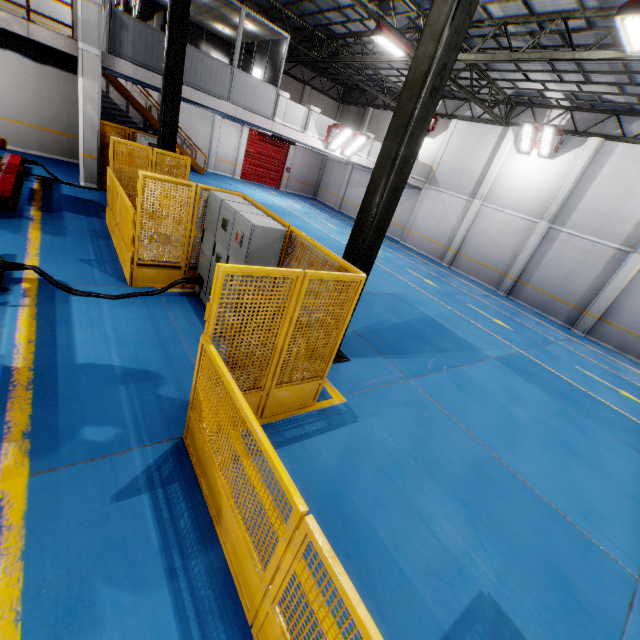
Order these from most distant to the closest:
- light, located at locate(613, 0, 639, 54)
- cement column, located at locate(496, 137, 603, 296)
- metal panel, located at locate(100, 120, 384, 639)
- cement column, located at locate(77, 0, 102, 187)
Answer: cement column, located at locate(496, 137, 603, 296)
cement column, located at locate(77, 0, 102, 187)
light, located at locate(613, 0, 639, 54)
metal panel, located at locate(100, 120, 384, 639)

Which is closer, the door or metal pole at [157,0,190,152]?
metal pole at [157,0,190,152]

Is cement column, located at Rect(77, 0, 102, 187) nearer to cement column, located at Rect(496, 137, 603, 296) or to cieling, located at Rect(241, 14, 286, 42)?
cieling, located at Rect(241, 14, 286, 42)

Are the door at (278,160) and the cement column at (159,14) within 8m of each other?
yes

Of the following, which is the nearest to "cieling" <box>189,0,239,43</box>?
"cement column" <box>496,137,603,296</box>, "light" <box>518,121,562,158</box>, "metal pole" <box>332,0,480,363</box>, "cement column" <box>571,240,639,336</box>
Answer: "metal pole" <box>332,0,480,363</box>

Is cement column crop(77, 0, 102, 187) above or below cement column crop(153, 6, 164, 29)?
below

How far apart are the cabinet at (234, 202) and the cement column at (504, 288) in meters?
16.0

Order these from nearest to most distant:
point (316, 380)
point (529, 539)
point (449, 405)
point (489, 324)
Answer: point (529, 539), point (316, 380), point (449, 405), point (489, 324)
